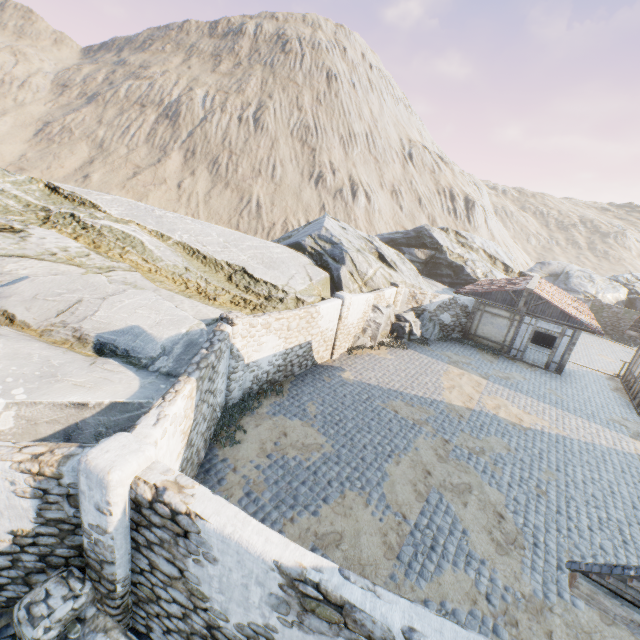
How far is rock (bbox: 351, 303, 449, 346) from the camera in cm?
1769

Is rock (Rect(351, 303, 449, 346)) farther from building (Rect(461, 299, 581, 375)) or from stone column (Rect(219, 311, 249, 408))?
building (Rect(461, 299, 581, 375))

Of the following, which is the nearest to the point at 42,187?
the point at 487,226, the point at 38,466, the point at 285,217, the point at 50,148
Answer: the point at 38,466

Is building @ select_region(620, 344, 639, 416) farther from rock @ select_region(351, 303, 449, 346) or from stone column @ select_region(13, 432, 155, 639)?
stone column @ select_region(13, 432, 155, 639)

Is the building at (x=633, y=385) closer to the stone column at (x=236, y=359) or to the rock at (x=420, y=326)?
the rock at (x=420, y=326)

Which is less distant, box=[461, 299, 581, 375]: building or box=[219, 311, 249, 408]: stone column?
box=[219, 311, 249, 408]: stone column

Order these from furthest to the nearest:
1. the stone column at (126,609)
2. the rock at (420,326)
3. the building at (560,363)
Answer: the building at (560,363) → the rock at (420,326) → the stone column at (126,609)

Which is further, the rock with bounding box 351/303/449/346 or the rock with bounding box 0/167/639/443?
the rock with bounding box 351/303/449/346
